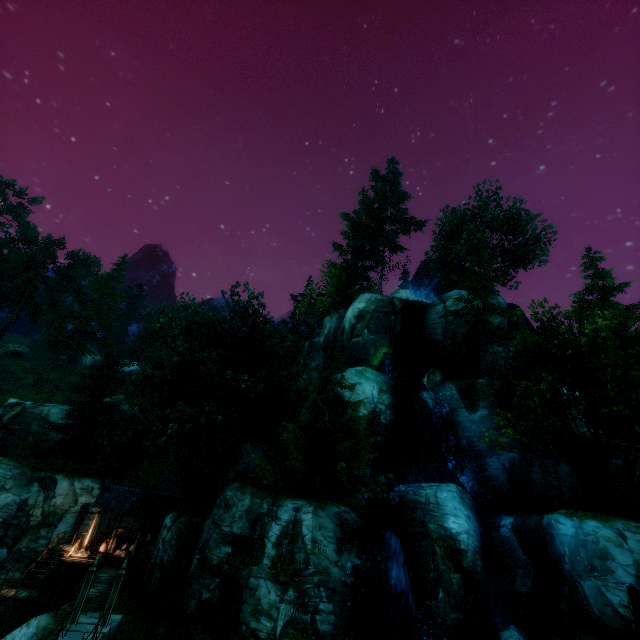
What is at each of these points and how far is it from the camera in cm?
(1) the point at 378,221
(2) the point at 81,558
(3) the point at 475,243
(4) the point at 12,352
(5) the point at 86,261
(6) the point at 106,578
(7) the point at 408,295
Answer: (1) tree, 4244
(2) wooden platform, 2325
(3) tree, 3194
(4) rock, 5409
(5) tree, 4416
(6) wooden platform, 2109
(7) rock, 3544

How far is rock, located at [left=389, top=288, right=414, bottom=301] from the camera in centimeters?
3528cm

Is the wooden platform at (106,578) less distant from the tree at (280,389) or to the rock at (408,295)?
the tree at (280,389)

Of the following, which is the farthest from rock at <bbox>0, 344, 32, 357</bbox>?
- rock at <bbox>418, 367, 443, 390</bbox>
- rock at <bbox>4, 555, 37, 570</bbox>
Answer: rock at <bbox>418, 367, 443, 390</bbox>

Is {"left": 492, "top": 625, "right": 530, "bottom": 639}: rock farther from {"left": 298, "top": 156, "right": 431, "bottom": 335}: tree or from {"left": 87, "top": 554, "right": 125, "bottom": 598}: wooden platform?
{"left": 87, "top": 554, "right": 125, "bottom": 598}: wooden platform

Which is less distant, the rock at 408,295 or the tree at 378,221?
the rock at 408,295

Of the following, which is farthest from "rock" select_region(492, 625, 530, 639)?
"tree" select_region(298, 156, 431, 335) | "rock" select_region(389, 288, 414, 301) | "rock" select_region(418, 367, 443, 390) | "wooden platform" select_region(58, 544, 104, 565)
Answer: "rock" select_region(389, 288, 414, 301)

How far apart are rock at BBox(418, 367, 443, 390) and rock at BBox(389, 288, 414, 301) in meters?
8.4
